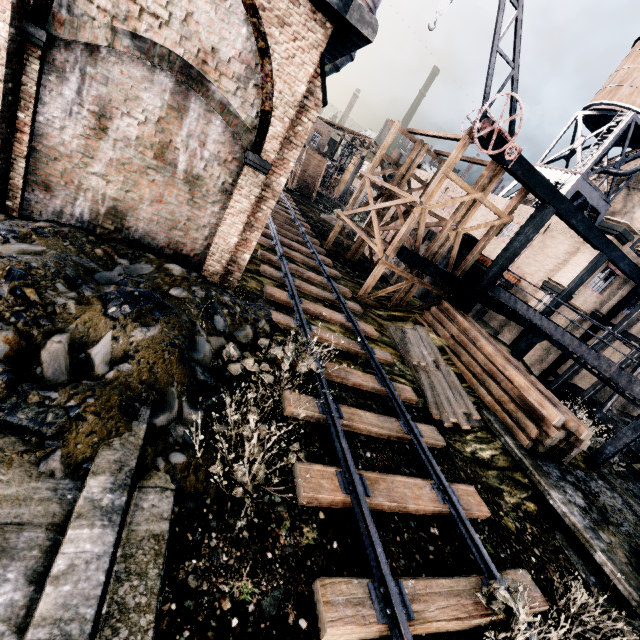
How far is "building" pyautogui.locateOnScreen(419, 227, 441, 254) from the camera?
23.3 meters

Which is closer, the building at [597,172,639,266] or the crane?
the crane

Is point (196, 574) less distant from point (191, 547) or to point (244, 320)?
point (191, 547)

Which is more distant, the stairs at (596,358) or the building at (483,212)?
the building at (483,212)

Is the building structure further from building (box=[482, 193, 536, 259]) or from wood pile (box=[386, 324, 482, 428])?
wood pile (box=[386, 324, 482, 428])

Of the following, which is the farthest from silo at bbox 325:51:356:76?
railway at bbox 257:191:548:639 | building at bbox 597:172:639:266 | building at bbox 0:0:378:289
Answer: railway at bbox 257:191:548:639

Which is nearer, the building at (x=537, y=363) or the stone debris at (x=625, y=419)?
the stone debris at (x=625, y=419)
